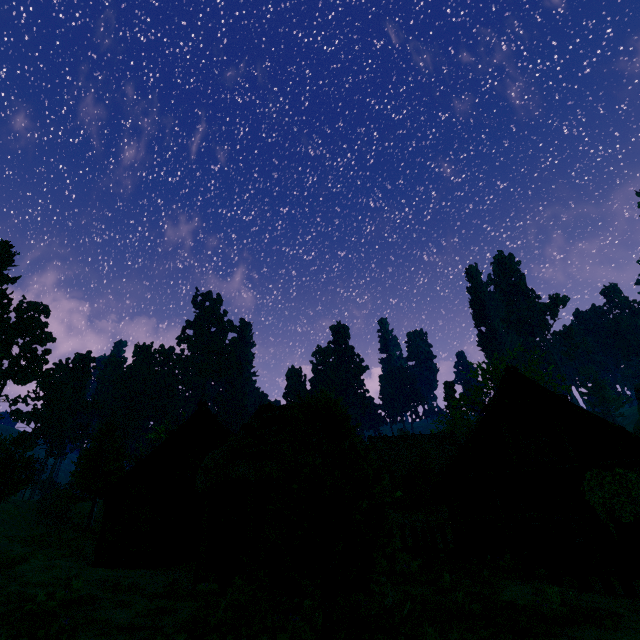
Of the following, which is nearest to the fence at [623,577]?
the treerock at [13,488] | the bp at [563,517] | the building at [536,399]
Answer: the building at [536,399]

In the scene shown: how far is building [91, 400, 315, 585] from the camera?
11.64m

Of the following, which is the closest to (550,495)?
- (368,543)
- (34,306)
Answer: (368,543)

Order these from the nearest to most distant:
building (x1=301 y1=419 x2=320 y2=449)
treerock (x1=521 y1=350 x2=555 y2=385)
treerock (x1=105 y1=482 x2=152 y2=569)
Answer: building (x1=301 y1=419 x2=320 y2=449), treerock (x1=105 y1=482 x2=152 y2=569), treerock (x1=521 y1=350 x2=555 y2=385)

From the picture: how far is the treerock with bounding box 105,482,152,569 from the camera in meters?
14.5 m

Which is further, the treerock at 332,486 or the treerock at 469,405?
the treerock at 469,405

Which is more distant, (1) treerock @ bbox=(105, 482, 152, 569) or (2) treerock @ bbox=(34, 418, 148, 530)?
(2) treerock @ bbox=(34, 418, 148, 530)

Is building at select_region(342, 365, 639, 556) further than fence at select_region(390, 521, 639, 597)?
Yes
